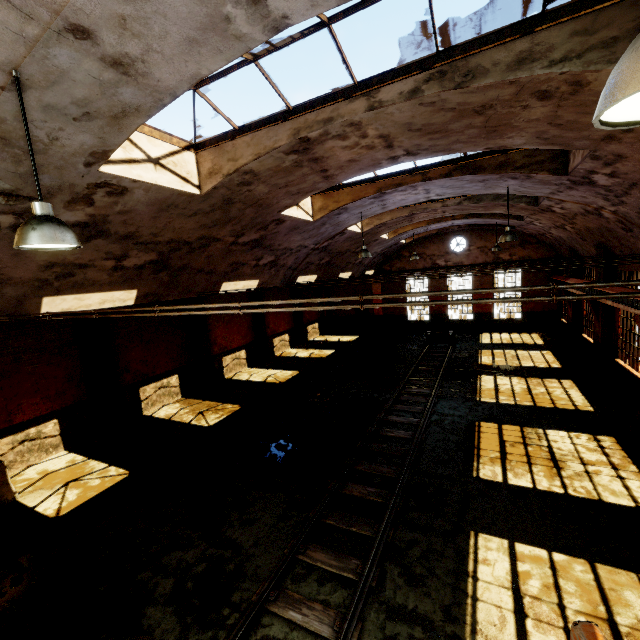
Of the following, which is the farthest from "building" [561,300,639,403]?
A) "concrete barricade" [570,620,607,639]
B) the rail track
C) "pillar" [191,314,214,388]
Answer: "pillar" [191,314,214,388]

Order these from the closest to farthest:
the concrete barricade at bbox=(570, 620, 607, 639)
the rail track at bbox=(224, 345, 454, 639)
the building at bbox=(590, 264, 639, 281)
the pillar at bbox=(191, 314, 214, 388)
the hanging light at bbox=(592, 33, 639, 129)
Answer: the hanging light at bbox=(592, 33, 639, 129) → the concrete barricade at bbox=(570, 620, 607, 639) → the rail track at bbox=(224, 345, 454, 639) → the building at bbox=(590, 264, 639, 281) → the pillar at bbox=(191, 314, 214, 388)

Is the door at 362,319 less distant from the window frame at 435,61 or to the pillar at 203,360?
the pillar at 203,360

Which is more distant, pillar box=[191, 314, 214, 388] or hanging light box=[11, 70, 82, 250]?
pillar box=[191, 314, 214, 388]

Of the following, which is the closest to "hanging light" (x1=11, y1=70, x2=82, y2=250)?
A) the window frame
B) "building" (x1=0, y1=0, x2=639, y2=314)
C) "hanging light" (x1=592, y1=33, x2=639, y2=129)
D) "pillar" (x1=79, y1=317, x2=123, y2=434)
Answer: "building" (x1=0, y1=0, x2=639, y2=314)

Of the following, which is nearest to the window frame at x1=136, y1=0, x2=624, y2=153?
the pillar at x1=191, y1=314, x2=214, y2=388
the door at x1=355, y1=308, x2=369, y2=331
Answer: the pillar at x1=191, y1=314, x2=214, y2=388

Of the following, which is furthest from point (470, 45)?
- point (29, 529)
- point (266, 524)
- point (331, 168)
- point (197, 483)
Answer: point (29, 529)

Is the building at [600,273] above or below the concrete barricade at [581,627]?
above
